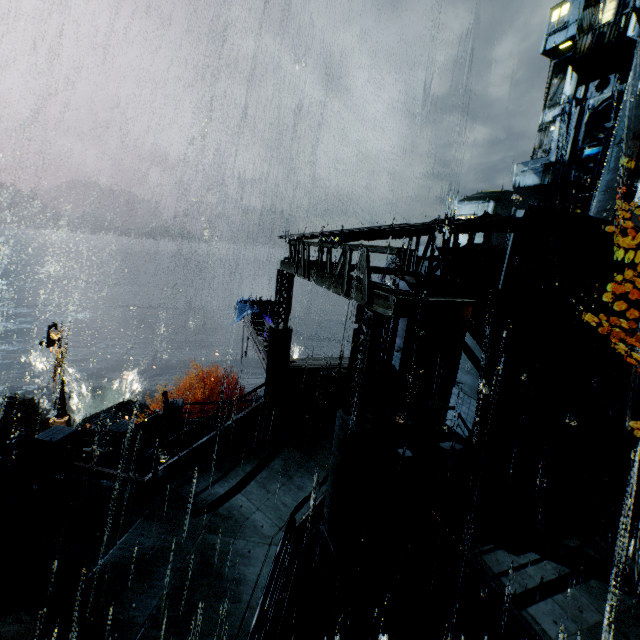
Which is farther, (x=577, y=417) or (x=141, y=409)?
(x=141, y=409)

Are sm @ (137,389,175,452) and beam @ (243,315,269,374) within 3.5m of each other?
no

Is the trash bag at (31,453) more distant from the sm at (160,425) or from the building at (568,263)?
the sm at (160,425)

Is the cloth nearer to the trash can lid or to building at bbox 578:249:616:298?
building at bbox 578:249:616:298

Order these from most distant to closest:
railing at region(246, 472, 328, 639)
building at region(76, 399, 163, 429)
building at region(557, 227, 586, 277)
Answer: building at region(76, 399, 163, 429)
building at region(557, 227, 586, 277)
railing at region(246, 472, 328, 639)

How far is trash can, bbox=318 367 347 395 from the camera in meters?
14.8

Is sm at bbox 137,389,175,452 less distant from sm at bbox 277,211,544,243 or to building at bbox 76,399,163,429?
building at bbox 76,399,163,429

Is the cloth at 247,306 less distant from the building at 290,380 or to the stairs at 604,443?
the building at 290,380
